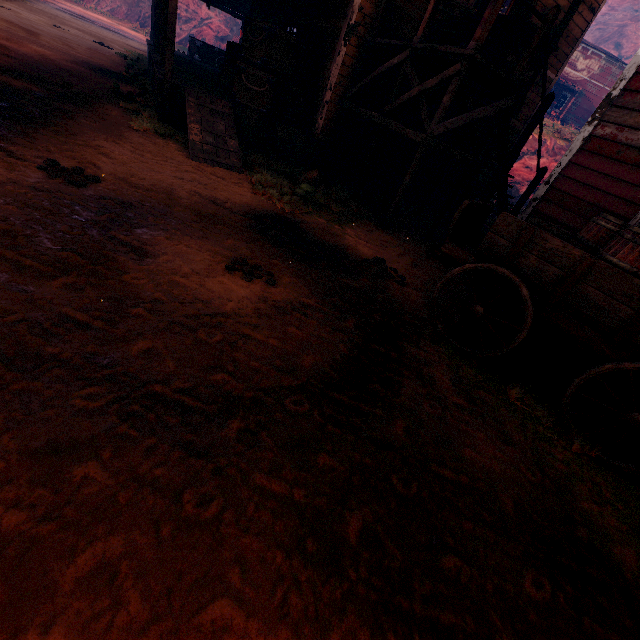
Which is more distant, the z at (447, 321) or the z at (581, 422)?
the z at (447, 321)

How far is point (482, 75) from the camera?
6.1m

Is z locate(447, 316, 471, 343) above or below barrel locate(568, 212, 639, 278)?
below

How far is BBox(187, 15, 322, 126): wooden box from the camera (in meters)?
7.69

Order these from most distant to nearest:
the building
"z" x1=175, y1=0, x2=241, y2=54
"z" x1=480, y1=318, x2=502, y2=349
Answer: "z" x1=175, y1=0, x2=241, y2=54 → the building → "z" x1=480, y1=318, x2=502, y2=349

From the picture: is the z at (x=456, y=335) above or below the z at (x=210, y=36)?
below

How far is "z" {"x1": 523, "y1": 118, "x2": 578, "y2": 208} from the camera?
23.6 meters
